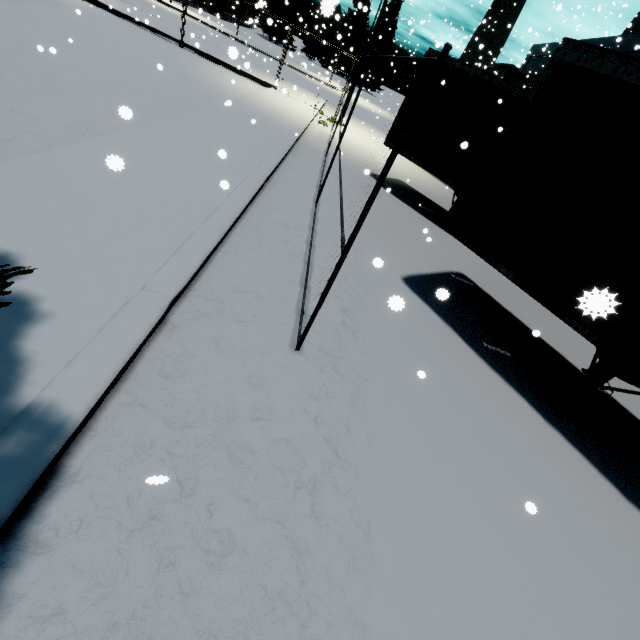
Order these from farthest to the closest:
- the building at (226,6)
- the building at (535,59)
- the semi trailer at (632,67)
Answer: the building at (226,6), the building at (535,59), the semi trailer at (632,67)

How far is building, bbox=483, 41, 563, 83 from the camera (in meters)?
30.09

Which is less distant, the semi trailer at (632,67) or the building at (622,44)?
the semi trailer at (632,67)

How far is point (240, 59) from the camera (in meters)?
21.61

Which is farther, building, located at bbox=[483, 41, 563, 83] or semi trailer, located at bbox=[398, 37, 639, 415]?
building, located at bbox=[483, 41, 563, 83]

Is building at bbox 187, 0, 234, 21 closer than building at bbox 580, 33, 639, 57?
No
